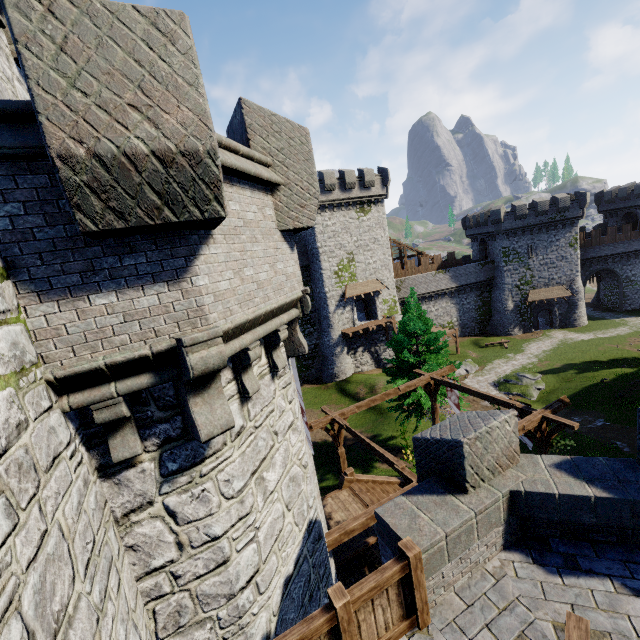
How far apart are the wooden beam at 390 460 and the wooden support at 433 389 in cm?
476

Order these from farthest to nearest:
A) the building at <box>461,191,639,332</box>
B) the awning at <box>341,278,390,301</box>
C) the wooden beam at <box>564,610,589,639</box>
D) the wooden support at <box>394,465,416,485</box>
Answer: the building at <box>461,191,639,332</box> → the awning at <box>341,278,390,301</box> → the wooden support at <box>394,465,416,485</box> → the wooden beam at <box>564,610,589,639</box>

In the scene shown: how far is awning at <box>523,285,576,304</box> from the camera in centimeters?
4219cm

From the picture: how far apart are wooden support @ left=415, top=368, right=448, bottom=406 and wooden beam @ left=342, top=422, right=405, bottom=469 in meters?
4.8 m

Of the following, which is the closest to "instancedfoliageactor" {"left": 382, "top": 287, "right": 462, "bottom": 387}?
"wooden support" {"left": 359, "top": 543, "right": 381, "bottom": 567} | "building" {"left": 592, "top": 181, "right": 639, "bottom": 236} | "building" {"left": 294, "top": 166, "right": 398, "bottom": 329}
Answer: "wooden support" {"left": 359, "top": 543, "right": 381, "bottom": 567}

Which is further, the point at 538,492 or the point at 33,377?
the point at 538,492

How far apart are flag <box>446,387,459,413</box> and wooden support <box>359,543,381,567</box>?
7.3m

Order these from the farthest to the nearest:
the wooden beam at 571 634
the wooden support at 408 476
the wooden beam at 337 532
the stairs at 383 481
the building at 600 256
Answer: the building at 600 256
the stairs at 383 481
the wooden support at 408 476
the wooden beam at 337 532
the wooden beam at 571 634
